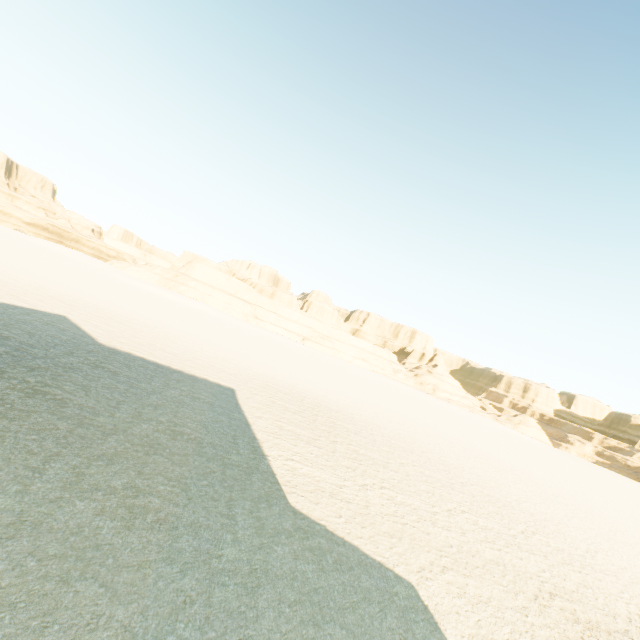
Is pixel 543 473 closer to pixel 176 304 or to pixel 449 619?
pixel 449 619
